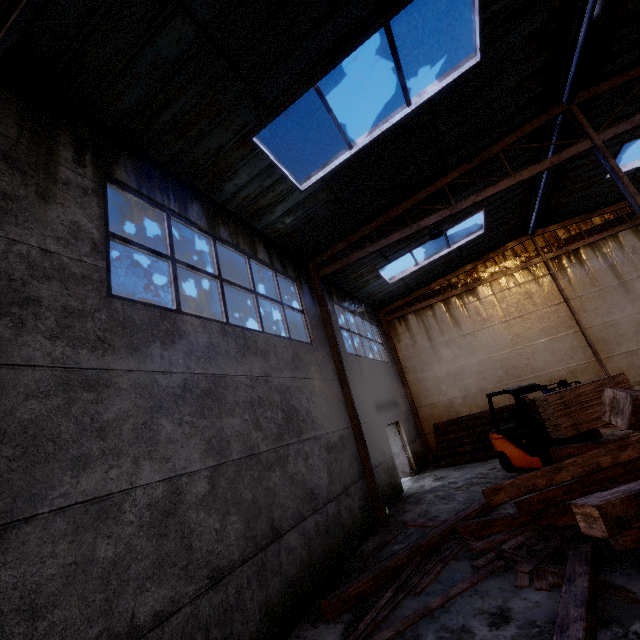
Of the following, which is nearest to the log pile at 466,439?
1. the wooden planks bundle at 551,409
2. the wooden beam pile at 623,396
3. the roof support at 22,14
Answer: the wooden planks bundle at 551,409

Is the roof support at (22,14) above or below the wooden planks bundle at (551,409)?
above

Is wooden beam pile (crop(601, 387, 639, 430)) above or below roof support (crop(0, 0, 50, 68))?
below

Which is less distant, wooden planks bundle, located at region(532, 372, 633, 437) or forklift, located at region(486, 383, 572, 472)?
wooden planks bundle, located at region(532, 372, 633, 437)

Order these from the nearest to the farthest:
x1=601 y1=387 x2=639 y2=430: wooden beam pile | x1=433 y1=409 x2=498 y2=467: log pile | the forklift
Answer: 1. x1=601 y1=387 x2=639 y2=430: wooden beam pile
2. the forklift
3. x1=433 y1=409 x2=498 y2=467: log pile

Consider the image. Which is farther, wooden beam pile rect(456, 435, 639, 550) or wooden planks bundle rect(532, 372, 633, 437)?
wooden planks bundle rect(532, 372, 633, 437)

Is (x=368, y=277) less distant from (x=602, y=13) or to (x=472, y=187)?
(x=472, y=187)

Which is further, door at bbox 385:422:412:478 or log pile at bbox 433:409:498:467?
door at bbox 385:422:412:478
